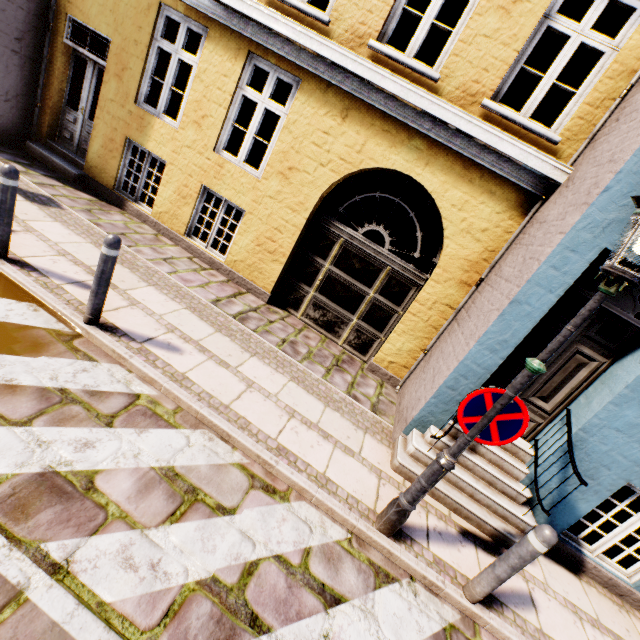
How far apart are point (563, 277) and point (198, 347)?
4.56m

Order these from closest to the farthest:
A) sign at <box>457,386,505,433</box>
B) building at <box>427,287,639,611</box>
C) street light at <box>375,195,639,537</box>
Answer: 1. street light at <box>375,195,639,537</box>
2. sign at <box>457,386,505,433</box>
3. building at <box>427,287,639,611</box>

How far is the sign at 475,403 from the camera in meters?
2.7 m

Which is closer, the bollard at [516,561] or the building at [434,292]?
the bollard at [516,561]

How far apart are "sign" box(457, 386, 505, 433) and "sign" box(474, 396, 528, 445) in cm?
12

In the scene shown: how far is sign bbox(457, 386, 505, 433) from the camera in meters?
2.7 m

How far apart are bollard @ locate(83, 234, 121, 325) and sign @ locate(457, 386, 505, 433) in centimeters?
369cm

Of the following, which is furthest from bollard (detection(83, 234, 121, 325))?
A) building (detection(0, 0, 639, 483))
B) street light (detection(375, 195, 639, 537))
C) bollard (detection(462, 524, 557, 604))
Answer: bollard (detection(462, 524, 557, 604))
